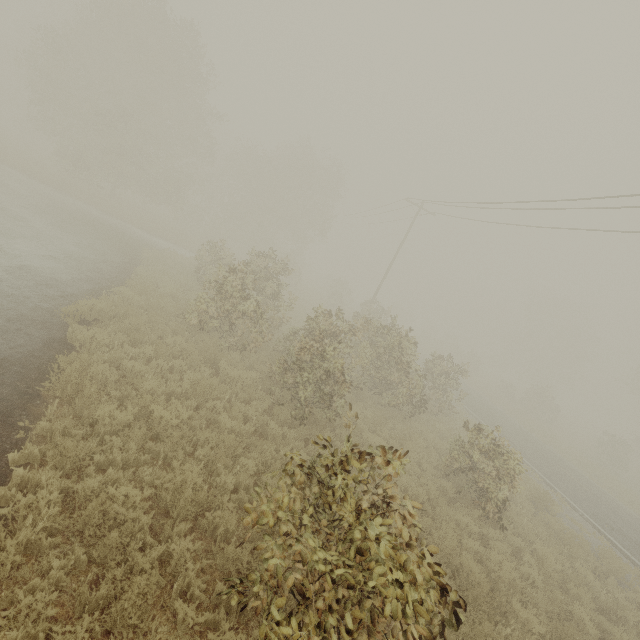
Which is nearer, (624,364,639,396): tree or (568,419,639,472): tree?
(568,419,639,472): tree

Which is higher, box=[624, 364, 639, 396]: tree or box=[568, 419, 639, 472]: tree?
box=[624, 364, 639, 396]: tree

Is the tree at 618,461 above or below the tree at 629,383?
below

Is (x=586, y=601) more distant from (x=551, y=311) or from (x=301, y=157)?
(x=551, y=311)

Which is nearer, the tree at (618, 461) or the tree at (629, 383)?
the tree at (618, 461)
